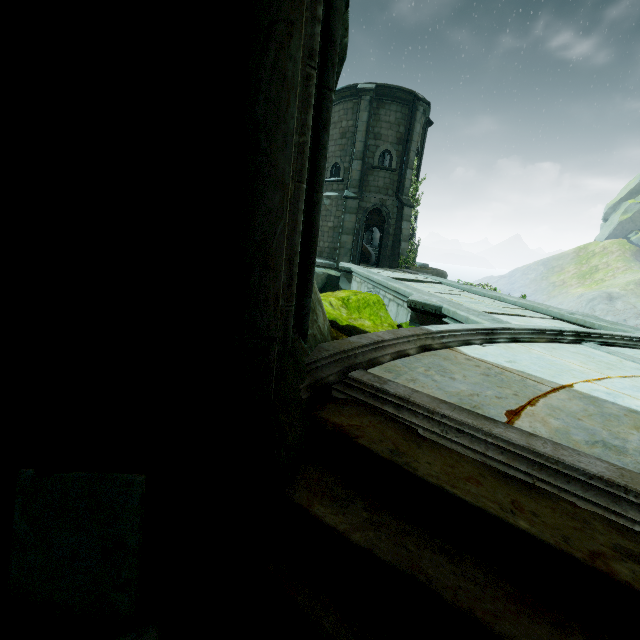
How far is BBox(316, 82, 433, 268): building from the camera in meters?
18.0 m

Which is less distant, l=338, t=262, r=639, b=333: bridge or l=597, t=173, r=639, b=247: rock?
l=338, t=262, r=639, b=333: bridge

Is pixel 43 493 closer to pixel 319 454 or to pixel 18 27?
pixel 319 454

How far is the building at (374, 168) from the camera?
18.0 meters

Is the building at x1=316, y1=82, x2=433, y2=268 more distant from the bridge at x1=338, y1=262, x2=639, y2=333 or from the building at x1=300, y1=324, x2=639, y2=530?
the building at x1=300, y1=324, x2=639, y2=530

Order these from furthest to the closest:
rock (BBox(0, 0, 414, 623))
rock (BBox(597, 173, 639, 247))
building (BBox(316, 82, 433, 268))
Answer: rock (BBox(597, 173, 639, 247)), building (BBox(316, 82, 433, 268)), rock (BBox(0, 0, 414, 623))

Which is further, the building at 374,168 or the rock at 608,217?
the rock at 608,217

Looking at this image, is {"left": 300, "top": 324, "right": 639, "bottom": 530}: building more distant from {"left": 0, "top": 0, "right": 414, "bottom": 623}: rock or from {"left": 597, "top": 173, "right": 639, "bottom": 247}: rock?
{"left": 597, "top": 173, "right": 639, "bottom": 247}: rock
